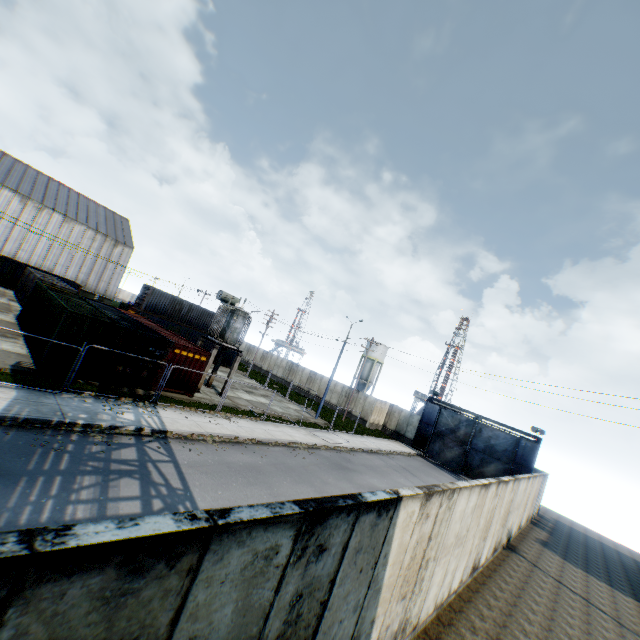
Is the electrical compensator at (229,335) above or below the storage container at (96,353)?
above

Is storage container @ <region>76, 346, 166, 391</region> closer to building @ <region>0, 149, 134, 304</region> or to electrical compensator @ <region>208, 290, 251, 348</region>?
electrical compensator @ <region>208, 290, 251, 348</region>

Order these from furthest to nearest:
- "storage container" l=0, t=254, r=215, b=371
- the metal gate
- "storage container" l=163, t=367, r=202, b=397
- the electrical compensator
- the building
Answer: the building
the metal gate
the electrical compensator
"storage container" l=163, t=367, r=202, b=397
"storage container" l=0, t=254, r=215, b=371

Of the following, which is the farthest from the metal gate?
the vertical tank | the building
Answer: the building

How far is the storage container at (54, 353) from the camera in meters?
14.5

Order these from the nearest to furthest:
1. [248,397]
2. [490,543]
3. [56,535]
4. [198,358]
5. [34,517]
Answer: [56,535] → [34,517] → [490,543] → [198,358] → [248,397]

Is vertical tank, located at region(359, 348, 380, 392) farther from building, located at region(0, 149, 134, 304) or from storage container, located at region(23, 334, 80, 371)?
building, located at region(0, 149, 134, 304)

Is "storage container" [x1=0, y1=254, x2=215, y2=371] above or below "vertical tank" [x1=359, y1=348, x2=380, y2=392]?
below
